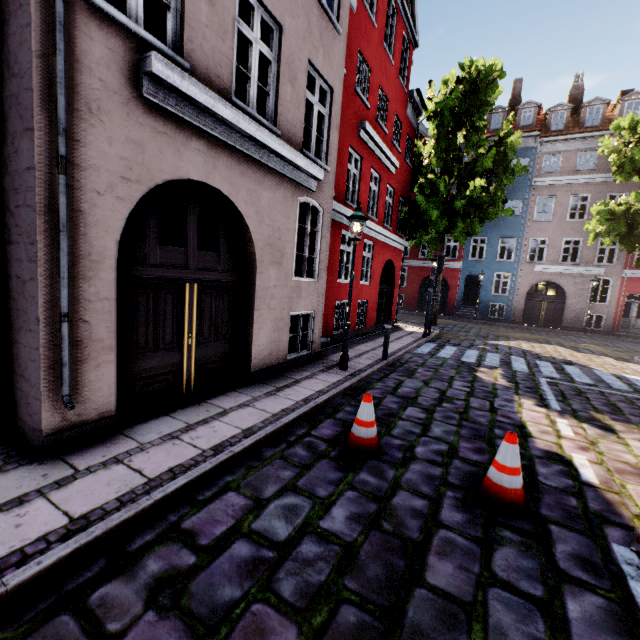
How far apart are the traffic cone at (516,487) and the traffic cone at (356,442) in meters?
1.1

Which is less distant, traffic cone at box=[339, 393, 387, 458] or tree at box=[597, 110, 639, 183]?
traffic cone at box=[339, 393, 387, 458]

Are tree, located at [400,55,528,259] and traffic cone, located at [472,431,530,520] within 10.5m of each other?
no

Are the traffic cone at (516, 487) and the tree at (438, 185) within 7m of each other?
no

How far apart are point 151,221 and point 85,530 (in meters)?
3.54

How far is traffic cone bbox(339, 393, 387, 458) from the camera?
4.2 meters

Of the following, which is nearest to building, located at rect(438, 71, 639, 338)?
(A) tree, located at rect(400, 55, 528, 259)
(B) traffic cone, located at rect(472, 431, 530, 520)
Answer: (A) tree, located at rect(400, 55, 528, 259)

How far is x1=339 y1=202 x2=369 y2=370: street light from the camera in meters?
7.1 m
